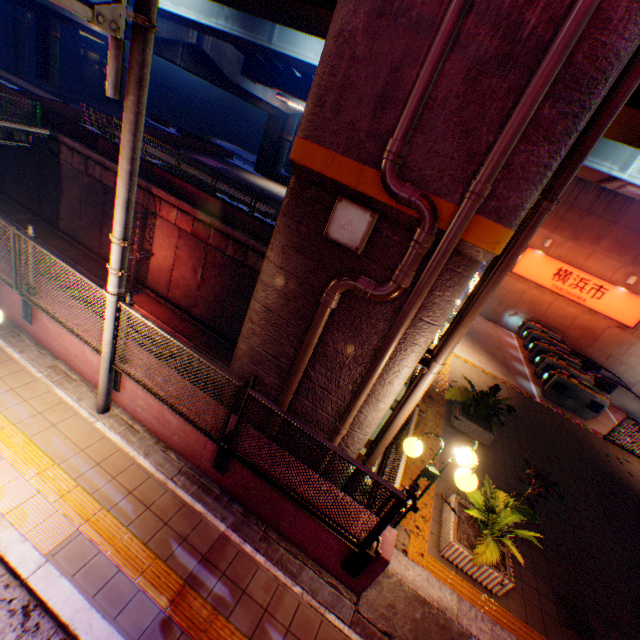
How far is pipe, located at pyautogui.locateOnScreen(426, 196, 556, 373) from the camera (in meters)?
4.07

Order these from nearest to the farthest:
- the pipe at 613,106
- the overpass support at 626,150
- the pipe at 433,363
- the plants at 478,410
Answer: the pipe at 613,106, the pipe at 433,363, the overpass support at 626,150, the plants at 478,410

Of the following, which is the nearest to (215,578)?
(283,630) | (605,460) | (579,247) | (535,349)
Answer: (283,630)

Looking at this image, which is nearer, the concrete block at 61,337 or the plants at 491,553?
the plants at 491,553

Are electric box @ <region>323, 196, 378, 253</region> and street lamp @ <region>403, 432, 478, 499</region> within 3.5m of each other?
yes

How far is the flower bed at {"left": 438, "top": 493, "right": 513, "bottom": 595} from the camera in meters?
5.0

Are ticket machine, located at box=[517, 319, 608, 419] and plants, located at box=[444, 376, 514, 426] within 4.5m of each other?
no

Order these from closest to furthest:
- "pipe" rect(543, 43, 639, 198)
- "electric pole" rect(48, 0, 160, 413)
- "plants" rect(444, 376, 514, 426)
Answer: "electric pole" rect(48, 0, 160, 413), "pipe" rect(543, 43, 639, 198), "plants" rect(444, 376, 514, 426)
